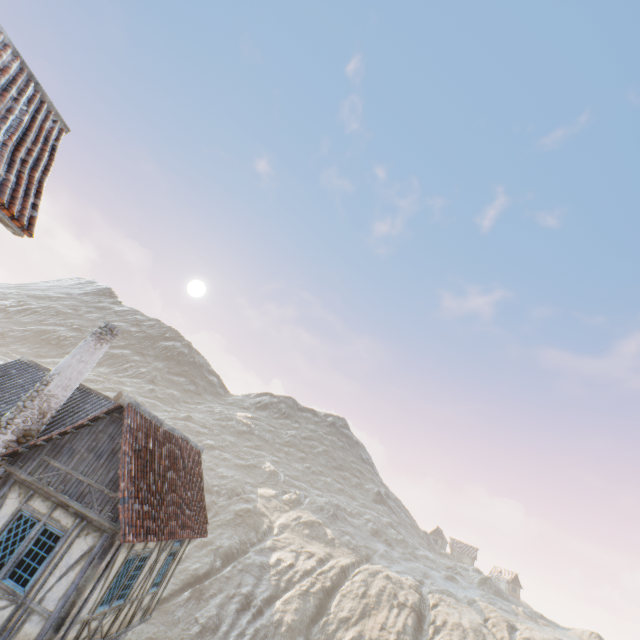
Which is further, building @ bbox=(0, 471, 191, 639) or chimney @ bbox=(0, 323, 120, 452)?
chimney @ bbox=(0, 323, 120, 452)

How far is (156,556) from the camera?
11.09m

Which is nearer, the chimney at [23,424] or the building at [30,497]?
the building at [30,497]

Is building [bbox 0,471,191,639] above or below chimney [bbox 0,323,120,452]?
below

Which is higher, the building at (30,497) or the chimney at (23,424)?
the chimney at (23,424)
